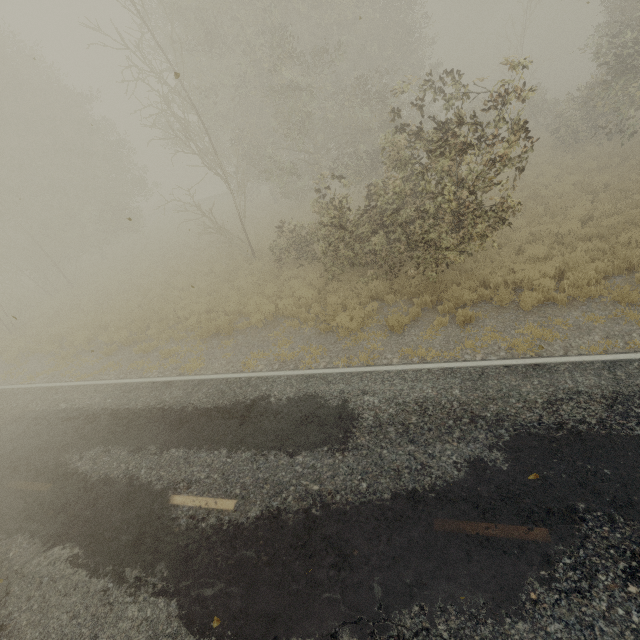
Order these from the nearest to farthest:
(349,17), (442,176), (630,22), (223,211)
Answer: (442,176) < (630,22) < (349,17) < (223,211)
